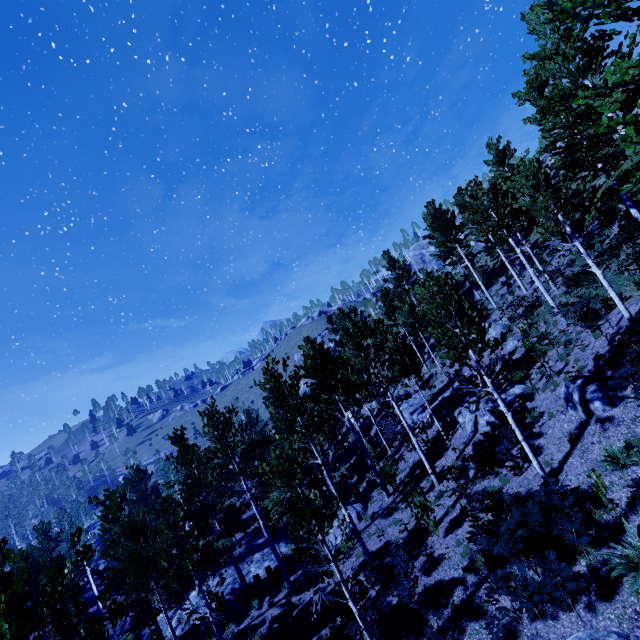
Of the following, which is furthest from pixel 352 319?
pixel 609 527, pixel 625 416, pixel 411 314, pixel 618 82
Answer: pixel 618 82

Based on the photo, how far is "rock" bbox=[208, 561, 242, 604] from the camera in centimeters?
2028cm

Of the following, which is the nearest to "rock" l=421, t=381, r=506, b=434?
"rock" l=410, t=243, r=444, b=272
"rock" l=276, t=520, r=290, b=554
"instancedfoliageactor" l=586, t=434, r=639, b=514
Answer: "instancedfoliageactor" l=586, t=434, r=639, b=514

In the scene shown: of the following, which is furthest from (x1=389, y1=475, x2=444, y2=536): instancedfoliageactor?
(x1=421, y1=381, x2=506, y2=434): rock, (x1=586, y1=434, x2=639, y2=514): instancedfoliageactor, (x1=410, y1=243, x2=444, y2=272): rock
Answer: (x1=410, y1=243, x2=444, y2=272): rock

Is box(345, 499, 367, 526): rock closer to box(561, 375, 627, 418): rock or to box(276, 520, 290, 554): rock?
box(276, 520, 290, 554): rock

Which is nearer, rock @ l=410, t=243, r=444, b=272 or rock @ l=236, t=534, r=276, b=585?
rock @ l=236, t=534, r=276, b=585

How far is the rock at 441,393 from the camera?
15.40m
